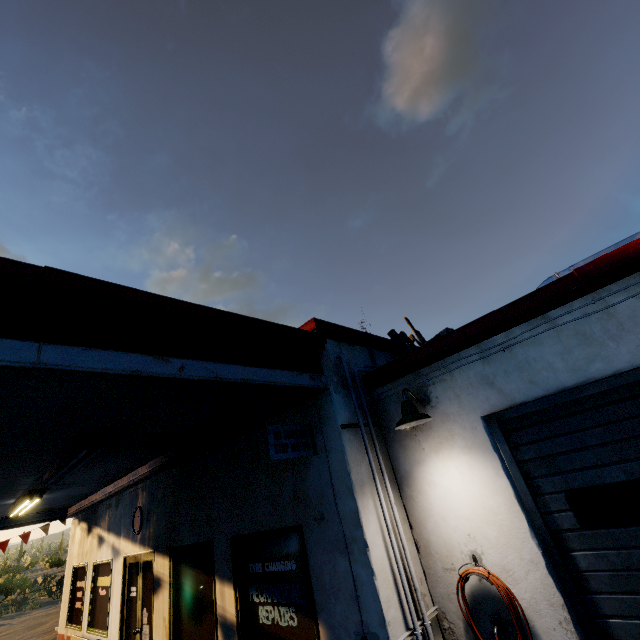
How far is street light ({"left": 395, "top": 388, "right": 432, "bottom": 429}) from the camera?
3.6 meters

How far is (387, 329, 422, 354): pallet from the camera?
5.96m

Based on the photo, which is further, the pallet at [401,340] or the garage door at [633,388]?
the pallet at [401,340]

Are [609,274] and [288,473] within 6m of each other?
yes

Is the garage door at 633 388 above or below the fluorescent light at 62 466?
below

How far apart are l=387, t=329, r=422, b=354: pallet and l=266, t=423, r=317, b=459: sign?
2.31m

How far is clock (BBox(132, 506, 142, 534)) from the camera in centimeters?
747cm

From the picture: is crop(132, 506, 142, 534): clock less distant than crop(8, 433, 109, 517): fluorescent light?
No
